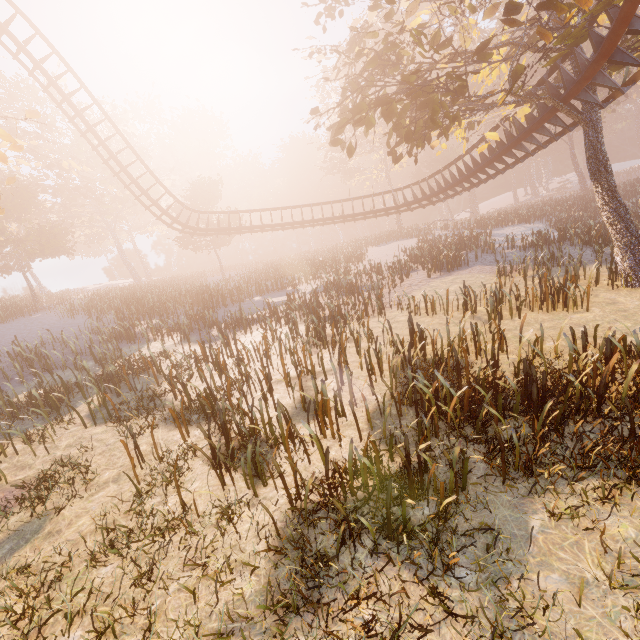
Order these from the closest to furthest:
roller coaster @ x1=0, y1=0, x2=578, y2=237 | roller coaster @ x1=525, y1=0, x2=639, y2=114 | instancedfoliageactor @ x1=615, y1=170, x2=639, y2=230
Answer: roller coaster @ x1=525, y1=0, x2=639, y2=114, roller coaster @ x1=0, y1=0, x2=578, y2=237, instancedfoliageactor @ x1=615, y1=170, x2=639, y2=230

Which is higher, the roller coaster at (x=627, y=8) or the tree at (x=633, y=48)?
the tree at (x=633, y=48)

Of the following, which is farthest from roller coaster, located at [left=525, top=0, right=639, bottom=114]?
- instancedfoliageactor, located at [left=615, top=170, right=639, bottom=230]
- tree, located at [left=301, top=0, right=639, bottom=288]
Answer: instancedfoliageactor, located at [left=615, top=170, right=639, bottom=230]

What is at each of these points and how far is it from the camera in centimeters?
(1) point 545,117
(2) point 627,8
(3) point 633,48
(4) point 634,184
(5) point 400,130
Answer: (1) roller coaster, 1199cm
(2) roller coaster, 760cm
(3) tree, 1238cm
(4) instancedfoliageactor, 3722cm
(5) tree, 1296cm

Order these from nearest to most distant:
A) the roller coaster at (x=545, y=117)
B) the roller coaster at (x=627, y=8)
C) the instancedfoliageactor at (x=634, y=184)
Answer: the roller coaster at (x=627, y=8)
the roller coaster at (x=545, y=117)
the instancedfoliageactor at (x=634, y=184)

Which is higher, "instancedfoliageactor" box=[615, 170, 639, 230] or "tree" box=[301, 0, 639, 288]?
"tree" box=[301, 0, 639, 288]

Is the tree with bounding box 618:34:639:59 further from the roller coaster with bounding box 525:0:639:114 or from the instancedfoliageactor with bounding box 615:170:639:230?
the instancedfoliageactor with bounding box 615:170:639:230
